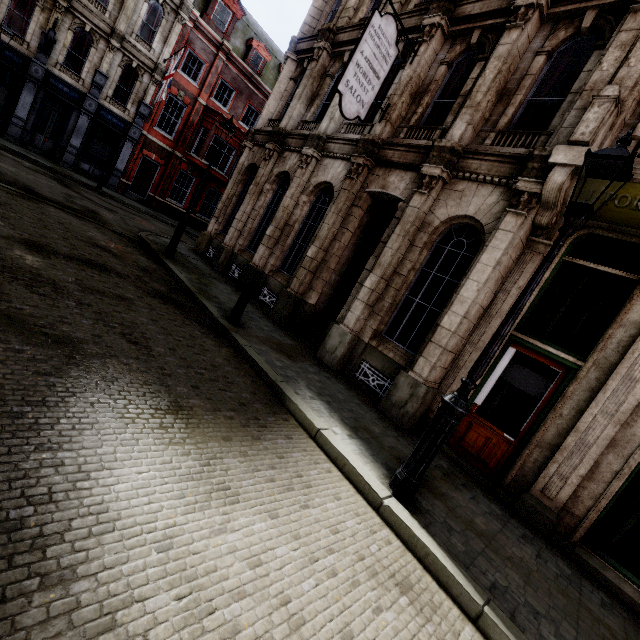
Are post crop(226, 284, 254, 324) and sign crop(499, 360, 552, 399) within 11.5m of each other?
yes

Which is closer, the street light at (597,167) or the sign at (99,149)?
the street light at (597,167)

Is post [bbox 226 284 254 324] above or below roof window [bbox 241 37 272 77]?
below

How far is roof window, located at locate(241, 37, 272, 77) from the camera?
24.2 meters

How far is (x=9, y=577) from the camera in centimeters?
163cm

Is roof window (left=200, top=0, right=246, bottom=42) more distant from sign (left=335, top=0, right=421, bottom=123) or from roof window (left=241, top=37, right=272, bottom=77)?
sign (left=335, top=0, right=421, bottom=123)

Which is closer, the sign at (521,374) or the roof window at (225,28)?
the sign at (521,374)

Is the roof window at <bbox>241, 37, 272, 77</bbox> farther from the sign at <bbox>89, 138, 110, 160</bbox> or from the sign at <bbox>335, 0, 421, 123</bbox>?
the sign at <bbox>335, 0, 421, 123</bbox>
